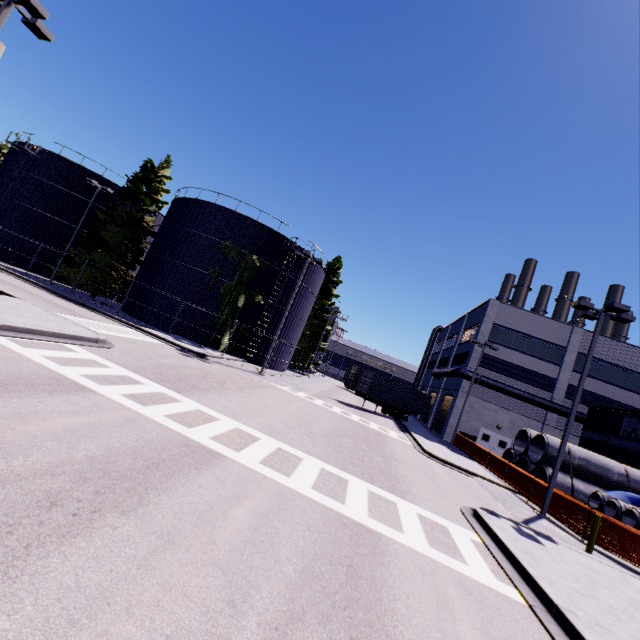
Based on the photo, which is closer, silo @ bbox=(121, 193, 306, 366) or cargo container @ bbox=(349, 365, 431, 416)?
silo @ bbox=(121, 193, 306, 366)

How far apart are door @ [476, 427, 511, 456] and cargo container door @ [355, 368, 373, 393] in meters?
11.9 m

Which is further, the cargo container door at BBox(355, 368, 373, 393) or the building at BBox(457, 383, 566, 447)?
the building at BBox(457, 383, 566, 447)

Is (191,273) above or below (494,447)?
above

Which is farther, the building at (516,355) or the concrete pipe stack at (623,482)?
the building at (516,355)

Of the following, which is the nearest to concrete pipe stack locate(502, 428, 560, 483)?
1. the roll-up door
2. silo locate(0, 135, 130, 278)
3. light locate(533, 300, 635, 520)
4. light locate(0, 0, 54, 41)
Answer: silo locate(0, 135, 130, 278)

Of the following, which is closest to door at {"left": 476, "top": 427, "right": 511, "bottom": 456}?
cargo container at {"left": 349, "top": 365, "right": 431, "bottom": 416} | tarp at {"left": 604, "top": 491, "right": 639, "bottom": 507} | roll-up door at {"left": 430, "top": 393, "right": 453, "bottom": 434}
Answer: roll-up door at {"left": 430, "top": 393, "right": 453, "bottom": 434}

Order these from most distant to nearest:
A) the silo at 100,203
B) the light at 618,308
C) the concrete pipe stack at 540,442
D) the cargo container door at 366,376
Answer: the silo at 100,203, the cargo container door at 366,376, the concrete pipe stack at 540,442, the light at 618,308
